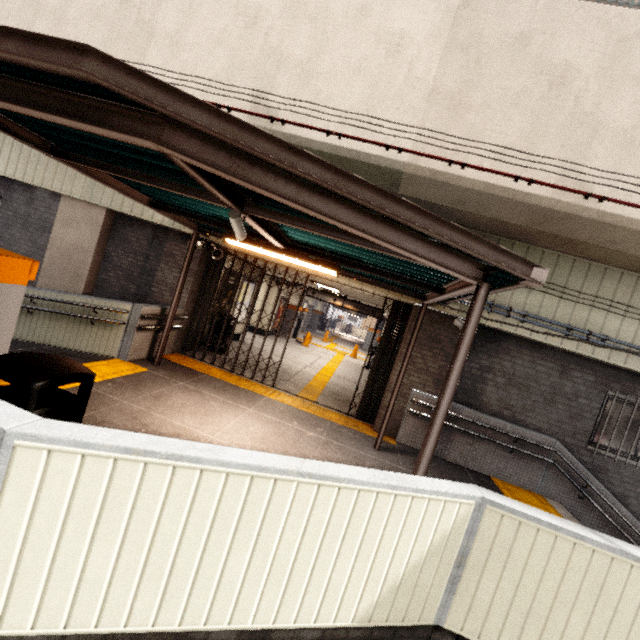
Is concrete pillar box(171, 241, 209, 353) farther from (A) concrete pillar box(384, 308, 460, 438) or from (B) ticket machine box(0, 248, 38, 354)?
(A) concrete pillar box(384, 308, 460, 438)

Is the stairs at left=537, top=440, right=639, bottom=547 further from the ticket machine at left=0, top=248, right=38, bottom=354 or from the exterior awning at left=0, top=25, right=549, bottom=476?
the ticket machine at left=0, top=248, right=38, bottom=354

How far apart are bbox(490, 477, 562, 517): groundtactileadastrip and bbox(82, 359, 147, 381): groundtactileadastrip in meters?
7.3 m

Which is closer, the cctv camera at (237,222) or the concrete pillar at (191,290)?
the cctv camera at (237,222)

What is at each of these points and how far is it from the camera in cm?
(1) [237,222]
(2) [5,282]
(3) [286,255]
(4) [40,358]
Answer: (1) cctv camera, 329
(2) ticket machine, 292
(3) fluorescent light, 491
(4) trash can, 263

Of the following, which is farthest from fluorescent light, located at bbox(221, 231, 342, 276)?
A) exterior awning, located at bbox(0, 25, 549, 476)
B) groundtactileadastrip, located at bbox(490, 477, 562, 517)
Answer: groundtactileadastrip, located at bbox(490, 477, 562, 517)

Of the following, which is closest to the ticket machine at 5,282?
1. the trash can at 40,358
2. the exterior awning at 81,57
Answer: the exterior awning at 81,57

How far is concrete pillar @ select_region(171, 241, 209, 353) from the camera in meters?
8.0 m
